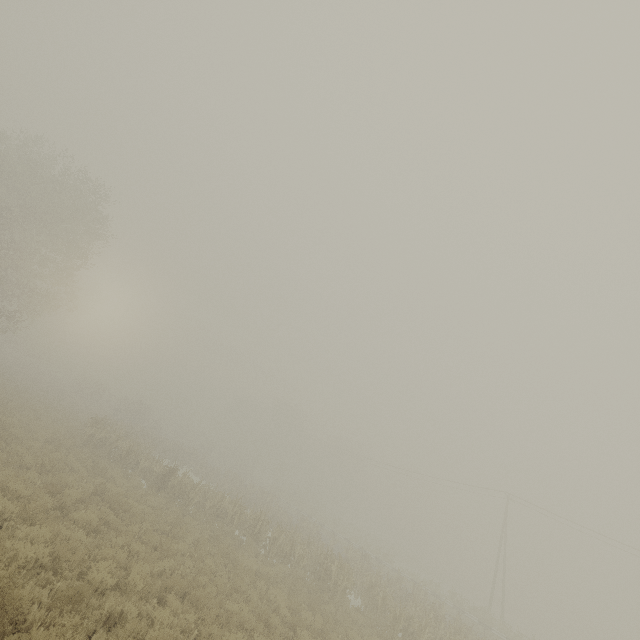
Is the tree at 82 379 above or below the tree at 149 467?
above

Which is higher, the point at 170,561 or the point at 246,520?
the point at 246,520

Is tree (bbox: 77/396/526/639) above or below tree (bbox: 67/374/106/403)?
below

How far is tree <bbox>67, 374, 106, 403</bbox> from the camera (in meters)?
48.78

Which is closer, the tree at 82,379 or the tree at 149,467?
the tree at 149,467

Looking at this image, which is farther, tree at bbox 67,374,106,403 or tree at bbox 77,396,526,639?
tree at bbox 67,374,106,403
